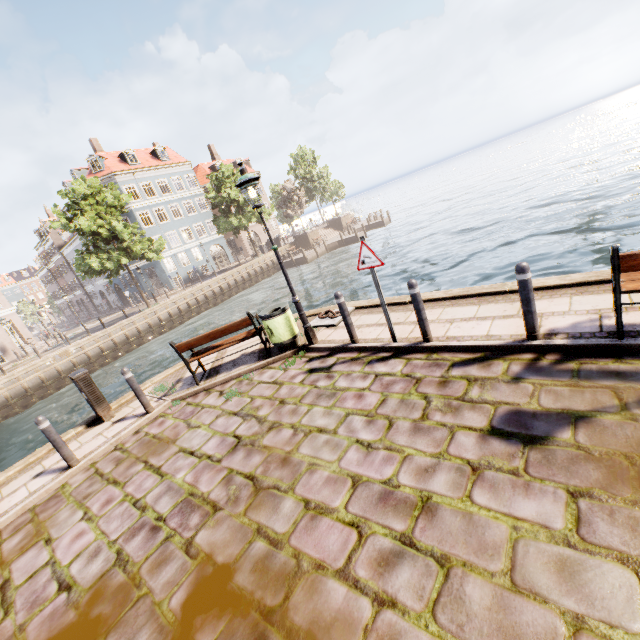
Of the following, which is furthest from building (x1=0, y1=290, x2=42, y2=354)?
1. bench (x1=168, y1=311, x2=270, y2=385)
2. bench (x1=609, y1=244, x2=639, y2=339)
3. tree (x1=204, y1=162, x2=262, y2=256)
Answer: bench (x1=609, y1=244, x2=639, y2=339)

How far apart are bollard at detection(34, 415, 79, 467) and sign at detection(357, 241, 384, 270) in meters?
6.0 m

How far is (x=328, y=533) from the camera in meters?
3.0

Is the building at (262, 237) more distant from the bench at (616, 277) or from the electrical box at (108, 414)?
the bench at (616, 277)

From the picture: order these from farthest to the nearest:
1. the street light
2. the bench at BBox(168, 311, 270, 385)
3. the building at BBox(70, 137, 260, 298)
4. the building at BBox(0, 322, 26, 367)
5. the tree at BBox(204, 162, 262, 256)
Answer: the building at BBox(70, 137, 260, 298)
the tree at BBox(204, 162, 262, 256)
the building at BBox(0, 322, 26, 367)
the bench at BBox(168, 311, 270, 385)
the street light

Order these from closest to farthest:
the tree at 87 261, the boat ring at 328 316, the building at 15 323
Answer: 1. the boat ring at 328 316
2. the tree at 87 261
3. the building at 15 323

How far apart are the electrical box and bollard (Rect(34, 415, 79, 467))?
1.4 meters

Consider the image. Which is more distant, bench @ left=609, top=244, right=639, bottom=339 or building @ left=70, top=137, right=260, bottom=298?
building @ left=70, top=137, right=260, bottom=298
